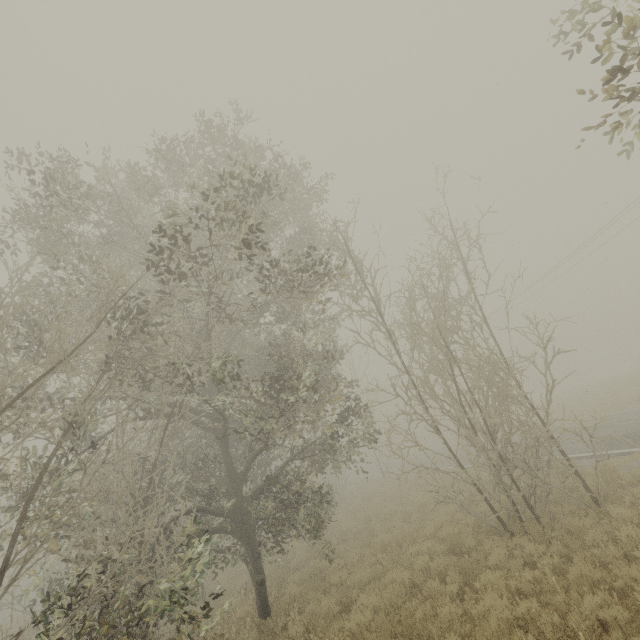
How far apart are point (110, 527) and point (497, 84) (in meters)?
14.68

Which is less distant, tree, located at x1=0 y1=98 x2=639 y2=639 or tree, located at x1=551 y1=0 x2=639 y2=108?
tree, located at x1=551 y1=0 x2=639 y2=108

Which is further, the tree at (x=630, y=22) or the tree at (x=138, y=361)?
the tree at (x=138, y=361)
